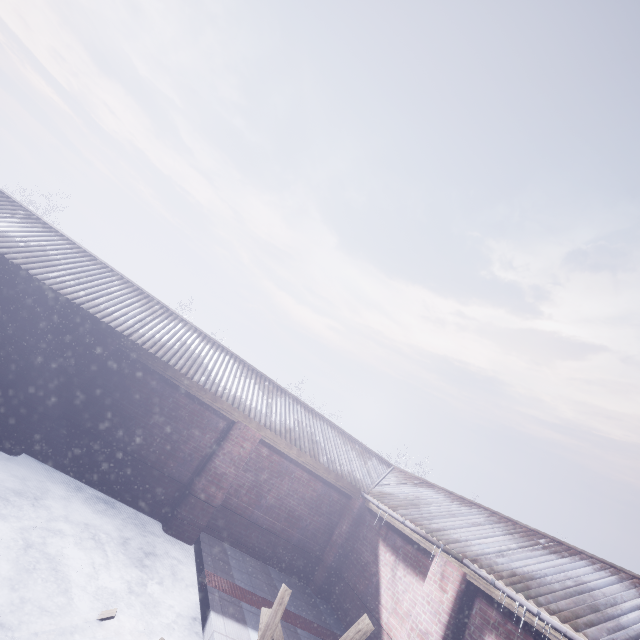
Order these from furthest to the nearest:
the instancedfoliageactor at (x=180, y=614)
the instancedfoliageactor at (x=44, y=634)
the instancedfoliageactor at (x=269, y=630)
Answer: the instancedfoliageactor at (x=180, y=614) < the instancedfoliageactor at (x=269, y=630) < the instancedfoliageactor at (x=44, y=634)

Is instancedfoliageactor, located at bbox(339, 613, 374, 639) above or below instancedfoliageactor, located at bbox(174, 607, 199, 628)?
above

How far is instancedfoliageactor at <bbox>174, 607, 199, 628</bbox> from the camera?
4.14m

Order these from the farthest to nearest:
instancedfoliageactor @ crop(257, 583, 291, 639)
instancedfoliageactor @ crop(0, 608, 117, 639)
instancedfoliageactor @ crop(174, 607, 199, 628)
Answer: instancedfoliageactor @ crop(174, 607, 199, 628) → instancedfoliageactor @ crop(257, 583, 291, 639) → instancedfoliageactor @ crop(0, 608, 117, 639)

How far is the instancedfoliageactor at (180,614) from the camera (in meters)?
4.14

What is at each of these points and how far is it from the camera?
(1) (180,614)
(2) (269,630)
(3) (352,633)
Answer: (1) instancedfoliageactor, 4.2m
(2) instancedfoliageactor, 3.6m
(3) instancedfoliageactor, 4.0m

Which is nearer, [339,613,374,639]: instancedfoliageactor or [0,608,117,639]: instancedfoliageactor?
[0,608,117,639]: instancedfoliageactor
